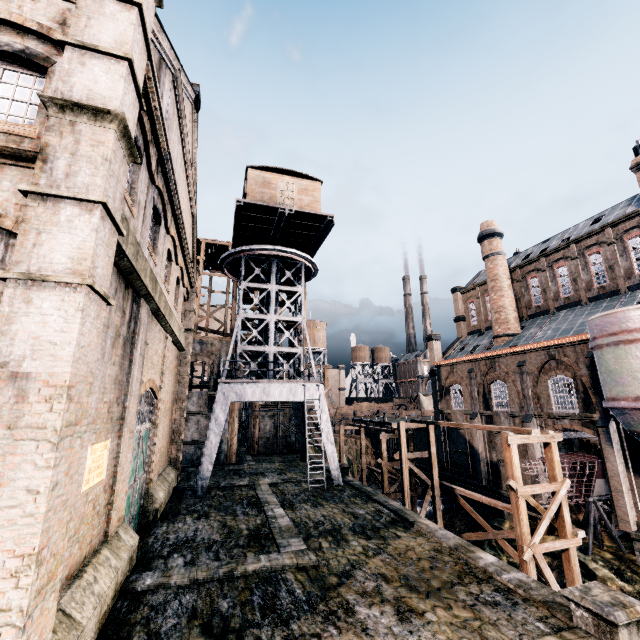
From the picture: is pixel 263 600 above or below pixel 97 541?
below

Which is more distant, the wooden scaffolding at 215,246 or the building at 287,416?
the building at 287,416

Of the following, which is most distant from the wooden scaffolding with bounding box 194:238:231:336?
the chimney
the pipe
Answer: the chimney

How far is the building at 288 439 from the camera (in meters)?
35.78

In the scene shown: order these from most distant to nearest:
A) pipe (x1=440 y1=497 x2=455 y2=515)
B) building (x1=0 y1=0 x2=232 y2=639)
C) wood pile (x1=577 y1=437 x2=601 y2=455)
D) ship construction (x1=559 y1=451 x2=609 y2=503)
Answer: pipe (x1=440 y1=497 x2=455 y2=515) < wood pile (x1=577 y1=437 x2=601 y2=455) < ship construction (x1=559 y1=451 x2=609 y2=503) < building (x1=0 y1=0 x2=232 y2=639)

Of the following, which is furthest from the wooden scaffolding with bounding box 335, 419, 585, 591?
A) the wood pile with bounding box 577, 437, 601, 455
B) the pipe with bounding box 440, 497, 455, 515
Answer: the wood pile with bounding box 577, 437, 601, 455

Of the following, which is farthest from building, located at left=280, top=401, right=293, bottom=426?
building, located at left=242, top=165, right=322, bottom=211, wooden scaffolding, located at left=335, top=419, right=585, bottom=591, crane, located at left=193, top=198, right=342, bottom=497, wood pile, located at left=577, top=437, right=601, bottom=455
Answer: wooden scaffolding, located at left=335, top=419, right=585, bottom=591

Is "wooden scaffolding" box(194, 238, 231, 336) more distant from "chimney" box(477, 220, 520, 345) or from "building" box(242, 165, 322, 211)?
"chimney" box(477, 220, 520, 345)
